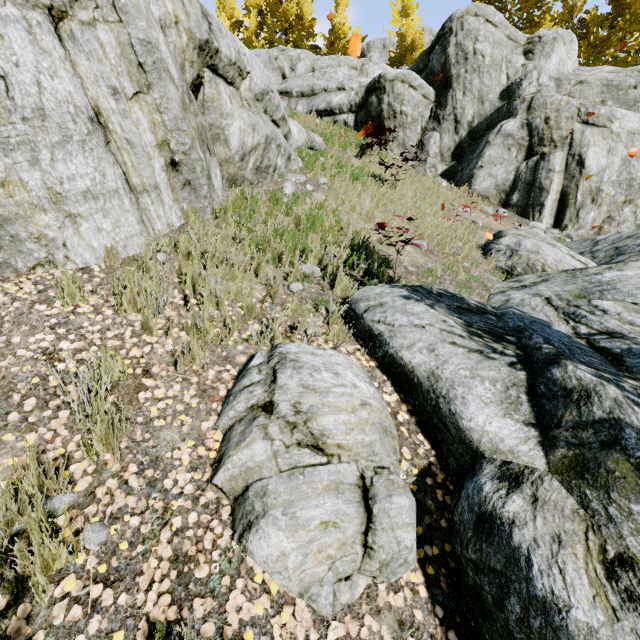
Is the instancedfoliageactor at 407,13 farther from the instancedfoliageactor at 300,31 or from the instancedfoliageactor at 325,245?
the instancedfoliageactor at 300,31

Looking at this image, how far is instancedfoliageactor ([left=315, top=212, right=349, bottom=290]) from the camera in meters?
4.6

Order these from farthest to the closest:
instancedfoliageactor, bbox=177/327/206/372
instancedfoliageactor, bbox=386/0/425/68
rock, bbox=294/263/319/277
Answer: instancedfoliageactor, bbox=386/0/425/68 → rock, bbox=294/263/319/277 → instancedfoliageactor, bbox=177/327/206/372

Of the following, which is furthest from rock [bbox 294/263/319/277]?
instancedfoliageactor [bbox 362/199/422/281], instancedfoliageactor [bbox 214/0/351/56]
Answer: instancedfoliageactor [bbox 214/0/351/56]

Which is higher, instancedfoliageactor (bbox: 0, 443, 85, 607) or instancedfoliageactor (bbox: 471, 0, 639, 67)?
instancedfoliageactor (bbox: 471, 0, 639, 67)

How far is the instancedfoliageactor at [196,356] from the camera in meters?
2.9 m

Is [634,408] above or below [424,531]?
above

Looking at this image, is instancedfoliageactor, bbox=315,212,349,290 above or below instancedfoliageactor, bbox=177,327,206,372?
above
